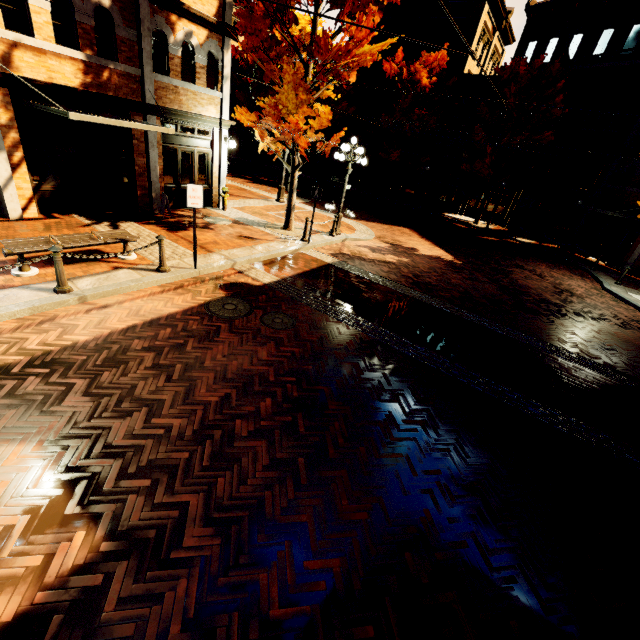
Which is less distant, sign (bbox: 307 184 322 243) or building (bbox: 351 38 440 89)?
sign (bbox: 307 184 322 243)

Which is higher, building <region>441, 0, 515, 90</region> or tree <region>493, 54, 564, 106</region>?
building <region>441, 0, 515, 90</region>

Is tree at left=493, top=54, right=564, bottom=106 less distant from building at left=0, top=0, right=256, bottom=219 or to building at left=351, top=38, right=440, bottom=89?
building at left=0, top=0, right=256, bottom=219

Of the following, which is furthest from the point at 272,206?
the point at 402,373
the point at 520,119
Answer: the point at 520,119

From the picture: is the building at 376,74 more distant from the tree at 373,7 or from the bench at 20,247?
the bench at 20,247

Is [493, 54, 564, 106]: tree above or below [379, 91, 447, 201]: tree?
above

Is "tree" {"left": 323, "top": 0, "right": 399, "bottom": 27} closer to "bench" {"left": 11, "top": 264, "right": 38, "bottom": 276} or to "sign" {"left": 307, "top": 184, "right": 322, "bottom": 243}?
"sign" {"left": 307, "top": 184, "right": 322, "bottom": 243}

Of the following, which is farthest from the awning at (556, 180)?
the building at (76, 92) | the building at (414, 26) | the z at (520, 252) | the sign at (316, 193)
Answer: the building at (76, 92)
